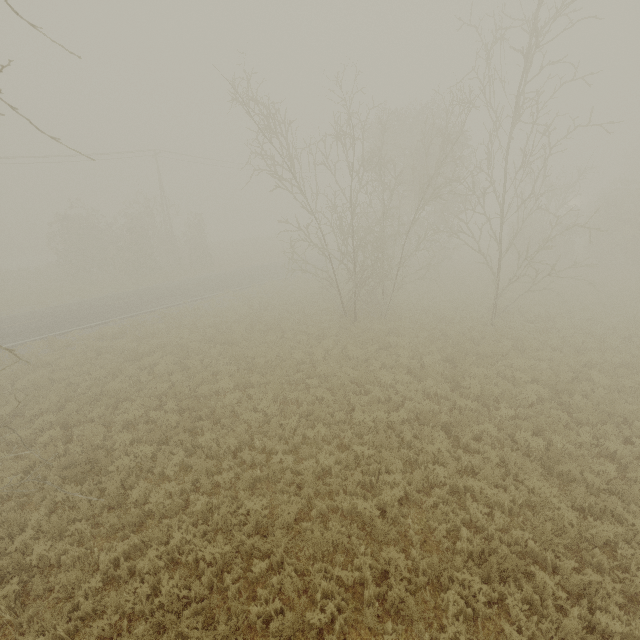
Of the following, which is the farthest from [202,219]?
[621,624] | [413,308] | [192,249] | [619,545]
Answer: [621,624]
